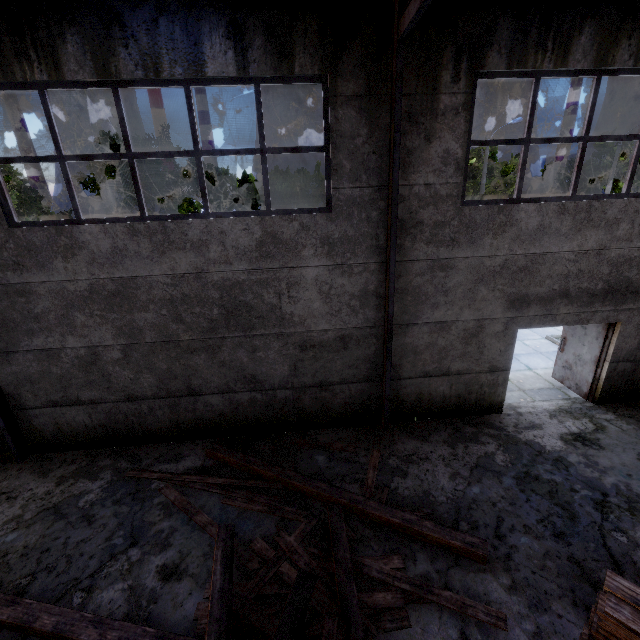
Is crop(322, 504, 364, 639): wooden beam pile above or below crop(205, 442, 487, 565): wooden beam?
above

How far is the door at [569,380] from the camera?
7.67m

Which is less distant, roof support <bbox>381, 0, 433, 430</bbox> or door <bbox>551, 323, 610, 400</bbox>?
roof support <bbox>381, 0, 433, 430</bbox>

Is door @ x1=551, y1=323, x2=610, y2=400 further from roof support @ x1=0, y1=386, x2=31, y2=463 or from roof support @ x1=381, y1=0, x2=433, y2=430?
roof support @ x1=0, y1=386, x2=31, y2=463

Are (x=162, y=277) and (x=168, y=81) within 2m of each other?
no

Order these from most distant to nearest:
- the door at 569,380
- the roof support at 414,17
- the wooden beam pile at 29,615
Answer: the door at 569,380, the roof support at 414,17, the wooden beam pile at 29,615

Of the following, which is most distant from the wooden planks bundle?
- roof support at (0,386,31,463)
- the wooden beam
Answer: roof support at (0,386,31,463)

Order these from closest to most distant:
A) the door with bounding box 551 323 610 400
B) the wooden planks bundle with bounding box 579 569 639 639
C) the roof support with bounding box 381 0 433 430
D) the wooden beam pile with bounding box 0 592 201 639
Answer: the wooden planks bundle with bounding box 579 569 639 639 → the wooden beam pile with bounding box 0 592 201 639 → the roof support with bounding box 381 0 433 430 → the door with bounding box 551 323 610 400
